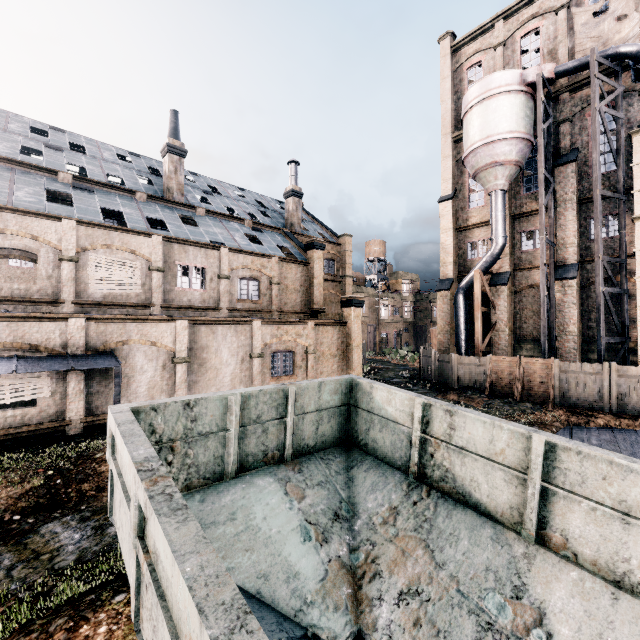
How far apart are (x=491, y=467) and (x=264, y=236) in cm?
2804

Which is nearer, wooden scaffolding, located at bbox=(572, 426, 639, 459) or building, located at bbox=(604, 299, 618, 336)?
wooden scaffolding, located at bbox=(572, 426, 639, 459)

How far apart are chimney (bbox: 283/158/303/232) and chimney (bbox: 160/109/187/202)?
10.8 meters

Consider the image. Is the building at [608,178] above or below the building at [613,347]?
above

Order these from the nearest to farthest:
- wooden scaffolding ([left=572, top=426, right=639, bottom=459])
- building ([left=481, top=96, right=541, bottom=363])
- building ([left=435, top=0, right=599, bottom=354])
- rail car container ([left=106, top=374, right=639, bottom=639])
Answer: rail car container ([left=106, top=374, right=639, bottom=639]), wooden scaffolding ([left=572, top=426, right=639, bottom=459]), building ([left=435, top=0, right=599, bottom=354]), building ([left=481, top=96, right=541, bottom=363])

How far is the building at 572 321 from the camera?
23.3 meters

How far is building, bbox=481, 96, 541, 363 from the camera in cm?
2627
